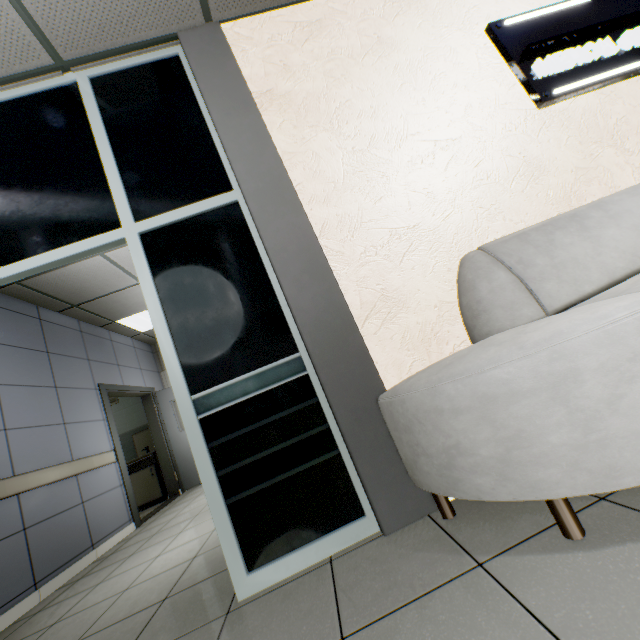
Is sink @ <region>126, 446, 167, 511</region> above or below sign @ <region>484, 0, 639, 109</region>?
below

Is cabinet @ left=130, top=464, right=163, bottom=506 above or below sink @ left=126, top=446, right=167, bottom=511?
below

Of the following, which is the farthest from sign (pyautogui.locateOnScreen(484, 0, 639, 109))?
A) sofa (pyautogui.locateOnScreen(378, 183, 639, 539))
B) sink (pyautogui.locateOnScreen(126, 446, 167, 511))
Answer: sink (pyautogui.locateOnScreen(126, 446, 167, 511))

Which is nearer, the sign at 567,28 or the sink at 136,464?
the sign at 567,28

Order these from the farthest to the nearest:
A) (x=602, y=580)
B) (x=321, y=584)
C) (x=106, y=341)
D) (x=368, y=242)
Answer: (x=106, y=341), (x=368, y=242), (x=321, y=584), (x=602, y=580)

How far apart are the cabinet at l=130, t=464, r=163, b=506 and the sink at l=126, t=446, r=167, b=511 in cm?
4

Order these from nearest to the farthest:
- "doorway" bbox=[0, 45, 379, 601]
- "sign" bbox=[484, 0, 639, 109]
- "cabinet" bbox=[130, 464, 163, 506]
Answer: "doorway" bbox=[0, 45, 379, 601]
"sign" bbox=[484, 0, 639, 109]
"cabinet" bbox=[130, 464, 163, 506]

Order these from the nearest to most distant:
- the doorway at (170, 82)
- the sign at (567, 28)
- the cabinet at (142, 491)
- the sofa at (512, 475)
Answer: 1. the sofa at (512, 475)
2. the doorway at (170, 82)
3. the sign at (567, 28)
4. the cabinet at (142, 491)
